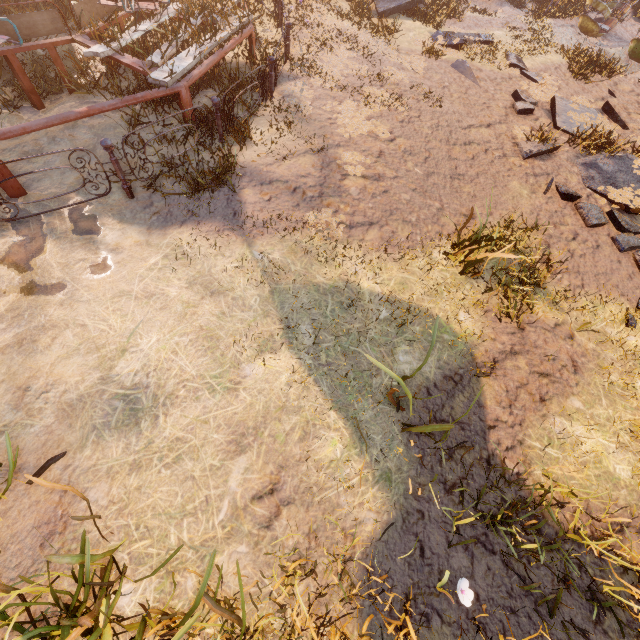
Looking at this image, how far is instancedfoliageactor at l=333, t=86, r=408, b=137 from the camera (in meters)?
6.77

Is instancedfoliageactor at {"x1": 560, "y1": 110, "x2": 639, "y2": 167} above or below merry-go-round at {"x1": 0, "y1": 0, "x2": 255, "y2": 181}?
below

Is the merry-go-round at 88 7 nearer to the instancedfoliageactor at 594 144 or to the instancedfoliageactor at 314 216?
the instancedfoliageactor at 314 216

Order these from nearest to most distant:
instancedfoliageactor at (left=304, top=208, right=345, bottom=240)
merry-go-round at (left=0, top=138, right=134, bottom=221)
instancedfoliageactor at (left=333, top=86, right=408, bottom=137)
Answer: merry-go-round at (left=0, top=138, right=134, bottom=221), instancedfoliageactor at (left=304, top=208, right=345, bottom=240), instancedfoliageactor at (left=333, top=86, right=408, bottom=137)

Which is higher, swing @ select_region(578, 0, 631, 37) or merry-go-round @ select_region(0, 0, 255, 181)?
merry-go-round @ select_region(0, 0, 255, 181)

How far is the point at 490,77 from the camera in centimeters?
974cm

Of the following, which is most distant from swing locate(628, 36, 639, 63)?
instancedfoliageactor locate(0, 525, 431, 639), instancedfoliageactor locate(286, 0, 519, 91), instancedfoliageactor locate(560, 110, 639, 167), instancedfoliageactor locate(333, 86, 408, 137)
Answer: instancedfoliageactor locate(0, 525, 431, 639)

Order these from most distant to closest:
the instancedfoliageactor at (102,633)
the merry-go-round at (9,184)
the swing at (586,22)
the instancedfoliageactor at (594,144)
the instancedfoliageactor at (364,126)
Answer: the swing at (586,22) < the instancedfoliageactor at (594,144) < the instancedfoliageactor at (364,126) < the merry-go-round at (9,184) < the instancedfoliageactor at (102,633)
